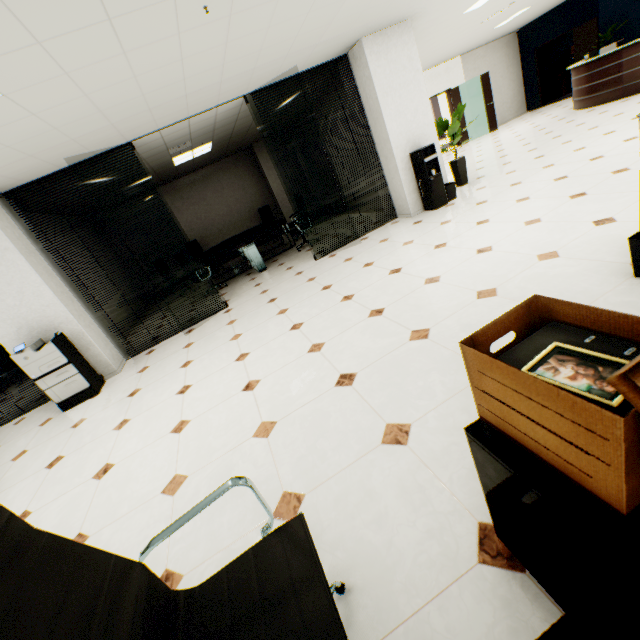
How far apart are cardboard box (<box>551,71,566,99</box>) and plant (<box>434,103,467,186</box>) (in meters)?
11.58

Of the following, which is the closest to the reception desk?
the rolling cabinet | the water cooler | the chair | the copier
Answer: the water cooler

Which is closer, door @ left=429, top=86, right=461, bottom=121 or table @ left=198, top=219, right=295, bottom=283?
table @ left=198, top=219, right=295, bottom=283

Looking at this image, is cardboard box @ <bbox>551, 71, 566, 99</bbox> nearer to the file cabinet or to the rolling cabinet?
the file cabinet

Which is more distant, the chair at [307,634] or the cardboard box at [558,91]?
the cardboard box at [558,91]

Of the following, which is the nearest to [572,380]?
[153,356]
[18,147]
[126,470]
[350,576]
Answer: [350,576]

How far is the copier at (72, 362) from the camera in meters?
4.4 m

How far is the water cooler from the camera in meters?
5.7
